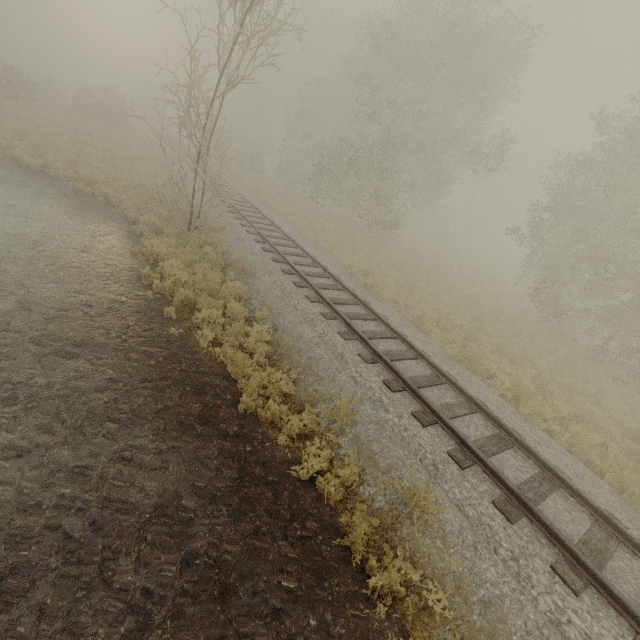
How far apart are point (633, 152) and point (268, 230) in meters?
17.3

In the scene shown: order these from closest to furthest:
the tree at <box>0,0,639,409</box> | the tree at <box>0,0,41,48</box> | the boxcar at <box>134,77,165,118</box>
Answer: the tree at <box>0,0,639,409</box> → the boxcar at <box>134,77,165,118</box> → the tree at <box>0,0,41,48</box>

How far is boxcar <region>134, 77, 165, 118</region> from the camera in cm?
4772

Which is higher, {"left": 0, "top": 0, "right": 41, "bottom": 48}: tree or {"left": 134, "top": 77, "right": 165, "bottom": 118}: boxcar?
{"left": 0, "top": 0, "right": 41, "bottom": 48}: tree

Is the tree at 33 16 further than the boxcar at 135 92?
Yes

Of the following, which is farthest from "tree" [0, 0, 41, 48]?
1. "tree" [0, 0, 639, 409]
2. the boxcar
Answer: "tree" [0, 0, 639, 409]

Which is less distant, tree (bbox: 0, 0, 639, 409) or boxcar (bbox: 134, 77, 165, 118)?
tree (bbox: 0, 0, 639, 409)

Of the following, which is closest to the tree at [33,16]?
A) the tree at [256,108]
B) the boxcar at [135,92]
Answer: the boxcar at [135,92]
